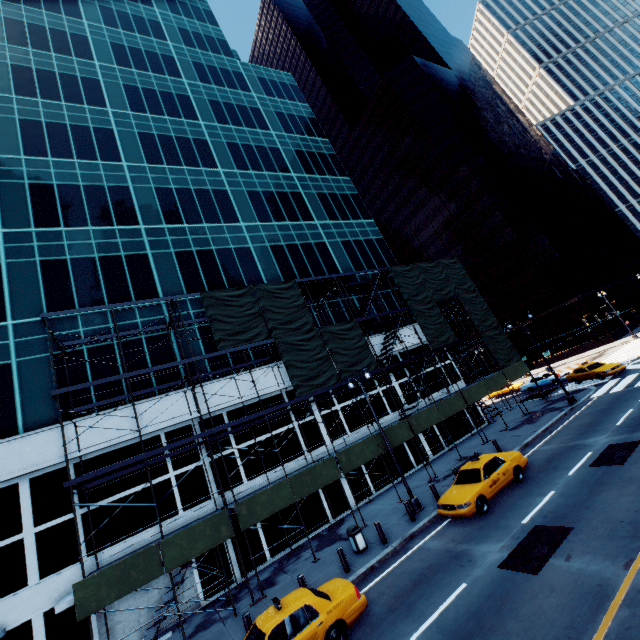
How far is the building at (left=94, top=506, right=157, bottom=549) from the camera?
15.77m

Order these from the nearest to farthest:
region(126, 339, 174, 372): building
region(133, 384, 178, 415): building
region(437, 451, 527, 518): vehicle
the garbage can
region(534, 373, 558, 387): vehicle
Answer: region(437, 451, 527, 518): vehicle, the garbage can, region(133, 384, 178, 415): building, region(126, 339, 174, 372): building, region(534, 373, 558, 387): vehicle

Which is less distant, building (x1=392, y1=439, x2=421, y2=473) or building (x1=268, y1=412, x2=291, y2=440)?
building (x1=268, y1=412, x2=291, y2=440)

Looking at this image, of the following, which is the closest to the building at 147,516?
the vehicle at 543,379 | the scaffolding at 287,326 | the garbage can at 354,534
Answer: the scaffolding at 287,326

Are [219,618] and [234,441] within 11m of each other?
yes

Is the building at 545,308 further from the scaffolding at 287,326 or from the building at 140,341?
the building at 140,341

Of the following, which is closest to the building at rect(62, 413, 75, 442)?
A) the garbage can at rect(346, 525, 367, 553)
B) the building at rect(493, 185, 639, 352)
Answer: the garbage can at rect(346, 525, 367, 553)
